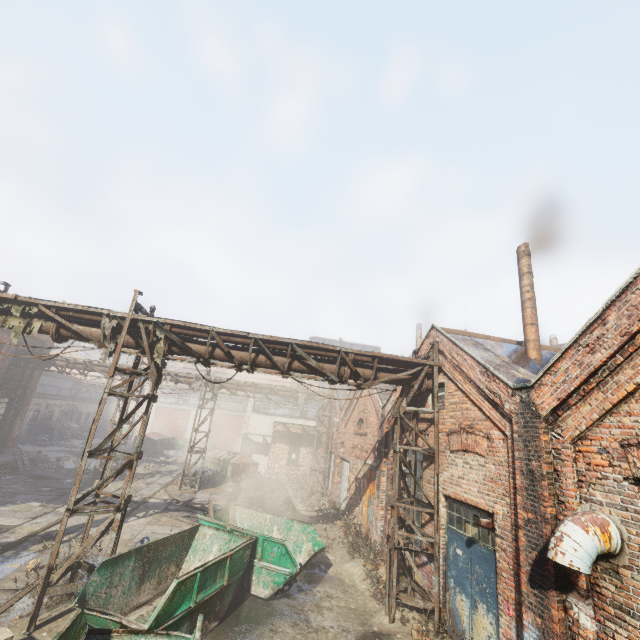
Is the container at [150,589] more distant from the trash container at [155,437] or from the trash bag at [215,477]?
the trash container at [155,437]

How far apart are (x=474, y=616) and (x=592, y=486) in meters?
4.1 m

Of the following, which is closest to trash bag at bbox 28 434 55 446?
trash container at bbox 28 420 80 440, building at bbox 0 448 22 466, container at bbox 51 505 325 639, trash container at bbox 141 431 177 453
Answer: trash container at bbox 28 420 80 440

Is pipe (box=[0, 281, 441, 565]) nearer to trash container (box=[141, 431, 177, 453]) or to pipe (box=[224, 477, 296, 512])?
pipe (box=[224, 477, 296, 512])

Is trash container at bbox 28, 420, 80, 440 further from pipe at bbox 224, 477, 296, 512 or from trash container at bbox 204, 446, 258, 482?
pipe at bbox 224, 477, 296, 512

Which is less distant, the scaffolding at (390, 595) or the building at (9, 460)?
the scaffolding at (390, 595)

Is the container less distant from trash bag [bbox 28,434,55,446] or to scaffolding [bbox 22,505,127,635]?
scaffolding [bbox 22,505,127,635]

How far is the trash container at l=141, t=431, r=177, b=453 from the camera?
30.0m
